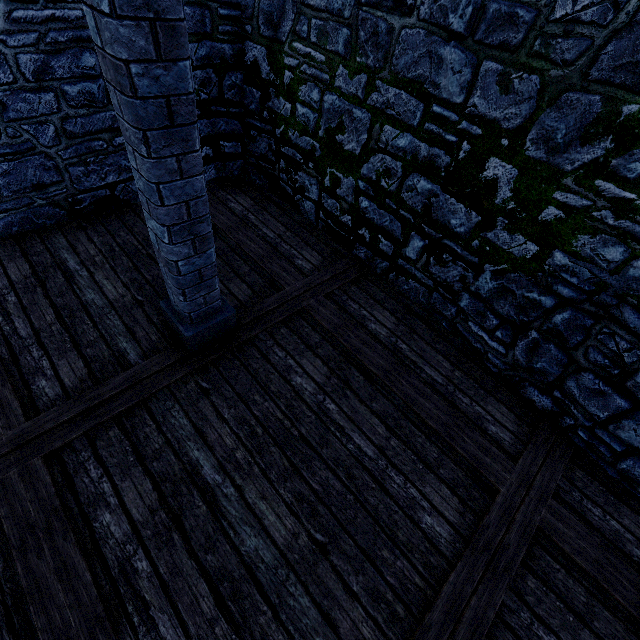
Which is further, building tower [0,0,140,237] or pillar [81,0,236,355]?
building tower [0,0,140,237]

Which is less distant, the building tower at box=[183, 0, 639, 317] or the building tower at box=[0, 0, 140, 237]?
the building tower at box=[183, 0, 639, 317]

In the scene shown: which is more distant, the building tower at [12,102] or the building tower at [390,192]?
the building tower at [12,102]

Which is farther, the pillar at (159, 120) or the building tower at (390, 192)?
the building tower at (390, 192)

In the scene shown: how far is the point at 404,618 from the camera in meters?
2.2

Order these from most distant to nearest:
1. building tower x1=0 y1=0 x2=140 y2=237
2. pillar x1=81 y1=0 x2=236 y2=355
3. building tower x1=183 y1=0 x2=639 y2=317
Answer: building tower x1=0 y1=0 x2=140 y2=237, building tower x1=183 y1=0 x2=639 y2=317, pillar x1=81 y1=0 x2=236 y2=355
